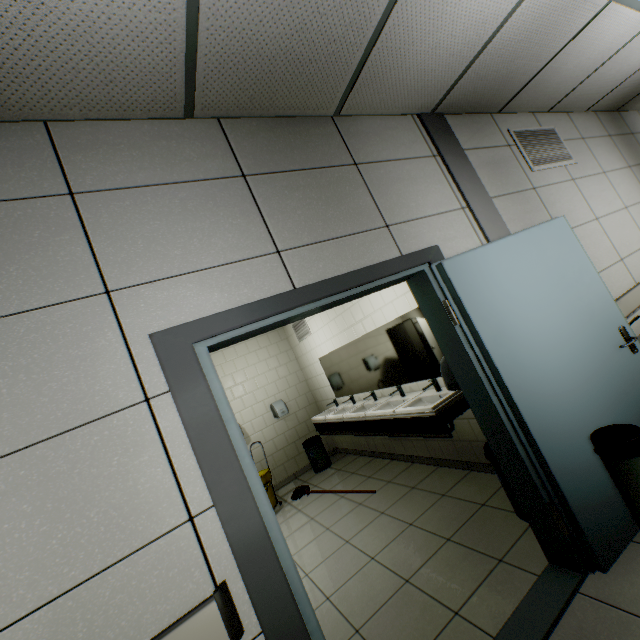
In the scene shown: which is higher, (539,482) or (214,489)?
(214,489)

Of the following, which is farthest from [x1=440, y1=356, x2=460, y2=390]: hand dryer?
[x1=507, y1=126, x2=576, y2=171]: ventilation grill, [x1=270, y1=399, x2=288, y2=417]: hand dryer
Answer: [x1=270, y1=399, x2=288, y2=417]: hand dryer

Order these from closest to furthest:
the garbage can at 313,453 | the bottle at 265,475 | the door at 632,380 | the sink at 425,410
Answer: the door at 632,380, the sink at 425,410, the bottle at 265,475, the garbage can at 313,453

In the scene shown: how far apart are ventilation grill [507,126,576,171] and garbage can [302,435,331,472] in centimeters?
518cm

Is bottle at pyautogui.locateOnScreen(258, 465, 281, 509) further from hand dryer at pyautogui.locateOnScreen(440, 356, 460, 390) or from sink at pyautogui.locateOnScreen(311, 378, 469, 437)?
hand dryer at pyautogui.locateOnScreen(440, 356, 460, 390)

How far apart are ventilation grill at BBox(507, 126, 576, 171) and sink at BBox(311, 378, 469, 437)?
2.28m

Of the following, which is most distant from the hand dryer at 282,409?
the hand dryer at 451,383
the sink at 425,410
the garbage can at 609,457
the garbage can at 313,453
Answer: the garbage can at 609,457

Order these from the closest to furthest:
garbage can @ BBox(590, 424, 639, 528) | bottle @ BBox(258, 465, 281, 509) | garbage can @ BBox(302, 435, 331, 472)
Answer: garbage can @ BBox(590, 424, 639, 528)
bottle @ BBox(258, 465, 281, 509)
garbage can @ BBox(302, 435, 331, 472)
